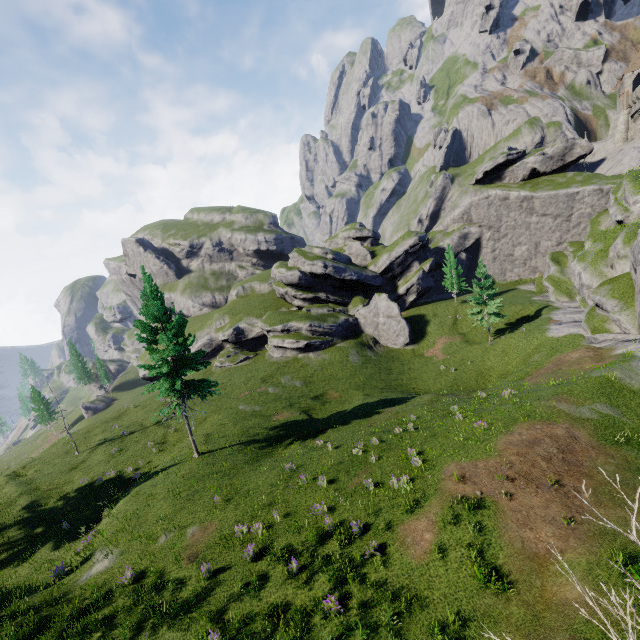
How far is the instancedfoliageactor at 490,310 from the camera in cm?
3947

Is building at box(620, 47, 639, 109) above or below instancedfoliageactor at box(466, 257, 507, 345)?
above

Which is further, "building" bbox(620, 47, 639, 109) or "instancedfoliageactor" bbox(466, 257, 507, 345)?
"building" bbox(620, 47, 639, 109)

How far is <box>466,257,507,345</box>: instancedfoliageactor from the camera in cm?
3947

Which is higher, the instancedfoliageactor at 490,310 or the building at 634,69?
the building at 634,69

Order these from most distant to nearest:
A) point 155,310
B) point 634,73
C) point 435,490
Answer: point 634,73, point 155,310, point 435,490
